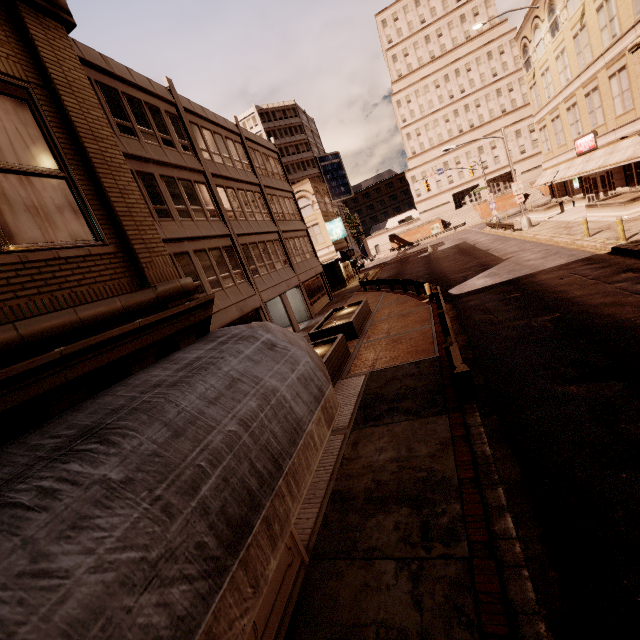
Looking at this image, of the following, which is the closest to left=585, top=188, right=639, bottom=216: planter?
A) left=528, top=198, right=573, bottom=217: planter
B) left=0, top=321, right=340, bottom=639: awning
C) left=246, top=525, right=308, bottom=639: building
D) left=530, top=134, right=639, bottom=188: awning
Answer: left=530, top=134, right=639, bottom=188: awning

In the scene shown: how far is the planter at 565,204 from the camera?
32.1m

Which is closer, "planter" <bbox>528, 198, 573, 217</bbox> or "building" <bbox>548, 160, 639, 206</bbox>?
"building" <bbox>548, 160, 639, 206</bbox>

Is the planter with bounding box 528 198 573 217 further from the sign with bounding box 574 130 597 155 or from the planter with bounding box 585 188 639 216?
the planter with bounding box 585 188 639 216

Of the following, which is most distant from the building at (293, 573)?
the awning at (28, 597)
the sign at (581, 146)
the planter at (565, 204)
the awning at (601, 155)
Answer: the planter at (565, 204)

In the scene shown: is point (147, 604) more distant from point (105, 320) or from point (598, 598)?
point (598, 598)

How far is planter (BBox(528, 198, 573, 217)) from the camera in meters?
32.1

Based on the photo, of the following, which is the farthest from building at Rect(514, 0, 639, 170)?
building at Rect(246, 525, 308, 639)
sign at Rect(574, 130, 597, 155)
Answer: building at Rect(246, 525, 308, 639)
